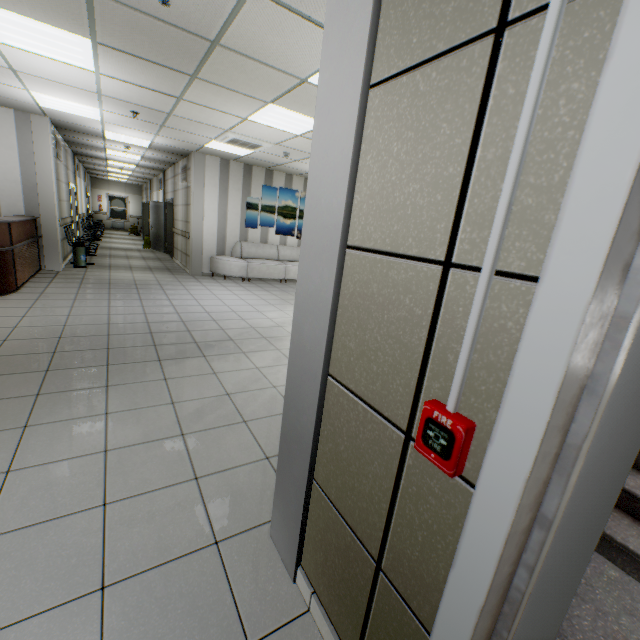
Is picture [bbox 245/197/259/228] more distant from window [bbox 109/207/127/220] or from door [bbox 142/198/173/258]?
window [bbox 109/207/127/220]

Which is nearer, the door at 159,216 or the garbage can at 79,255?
the garbage can at 79,255

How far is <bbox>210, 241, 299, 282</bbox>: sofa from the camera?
9.15m

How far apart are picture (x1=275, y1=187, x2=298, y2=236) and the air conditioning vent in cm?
222

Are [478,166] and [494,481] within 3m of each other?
yes

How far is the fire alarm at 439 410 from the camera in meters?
0.8

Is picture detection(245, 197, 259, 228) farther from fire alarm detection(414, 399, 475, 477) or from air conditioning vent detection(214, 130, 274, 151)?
fire alarm detection(414, 399, 475, 477)

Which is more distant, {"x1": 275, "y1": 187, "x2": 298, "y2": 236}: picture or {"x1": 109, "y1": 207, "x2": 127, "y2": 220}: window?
{"x1": 109, "y1": 207, "x2": 127, "y2": 220}: window
